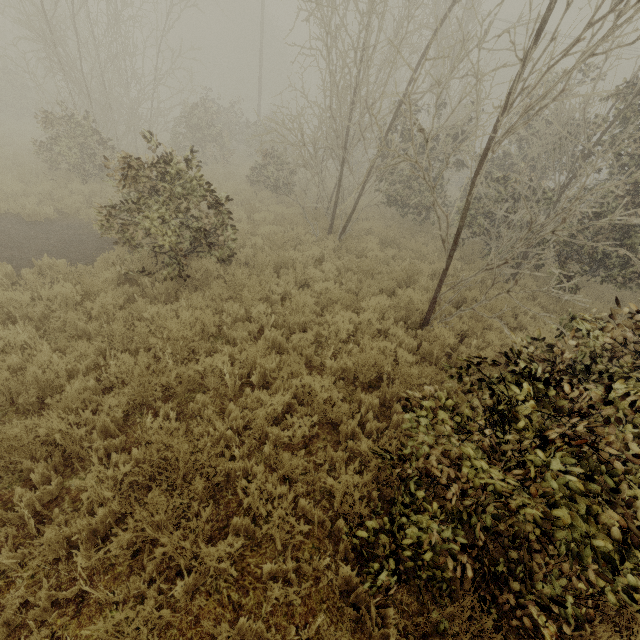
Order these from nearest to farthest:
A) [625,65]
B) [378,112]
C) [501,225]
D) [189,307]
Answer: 1. [378,112]
2. [189,307]
3. [501,225]
4. [625,65]
